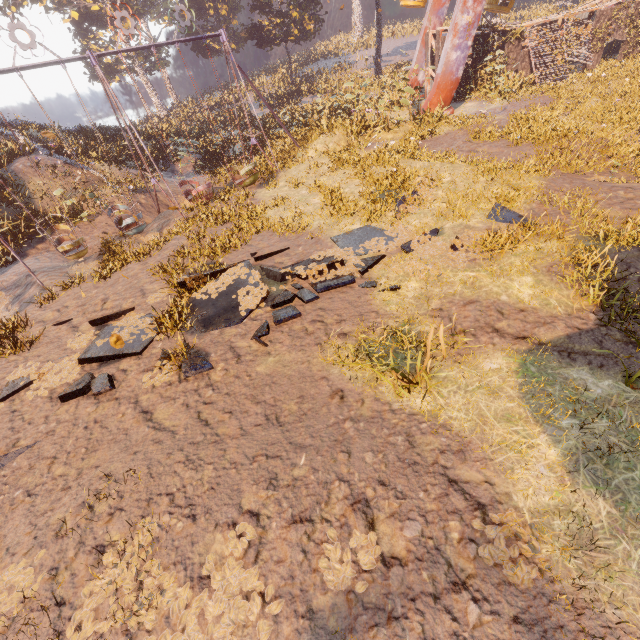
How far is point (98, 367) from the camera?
7.6 meters

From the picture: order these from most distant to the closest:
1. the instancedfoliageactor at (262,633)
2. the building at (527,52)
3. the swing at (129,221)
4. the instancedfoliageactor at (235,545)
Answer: the building at (527,52), the swing at (129,221), the instancedfoliageactor at (235,545), the instancedfoliageactor at (262,633)

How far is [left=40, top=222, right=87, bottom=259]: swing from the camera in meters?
12.7

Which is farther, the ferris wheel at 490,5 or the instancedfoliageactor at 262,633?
the ferris wheel at 490,5

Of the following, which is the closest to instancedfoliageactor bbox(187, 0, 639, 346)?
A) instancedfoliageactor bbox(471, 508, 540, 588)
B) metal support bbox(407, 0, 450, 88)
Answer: metal support bbox(407, 0, 450, 88)

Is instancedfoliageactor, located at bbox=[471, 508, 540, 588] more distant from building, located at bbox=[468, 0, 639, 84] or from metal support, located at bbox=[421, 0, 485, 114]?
building, located at bbox=[468, 0, 639, 84]

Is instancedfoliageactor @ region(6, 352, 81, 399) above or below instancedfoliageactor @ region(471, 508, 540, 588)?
below

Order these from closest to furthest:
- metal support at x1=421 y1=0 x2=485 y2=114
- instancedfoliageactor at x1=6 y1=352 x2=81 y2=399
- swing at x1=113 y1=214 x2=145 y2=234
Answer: instancedfoliageactor at x1=6 y1=352 x2=81 y2=399
swing at x1=113 y1=214 x2=145 y2=234
metal support at x1=421 y1=0 x2=485 y2=114
